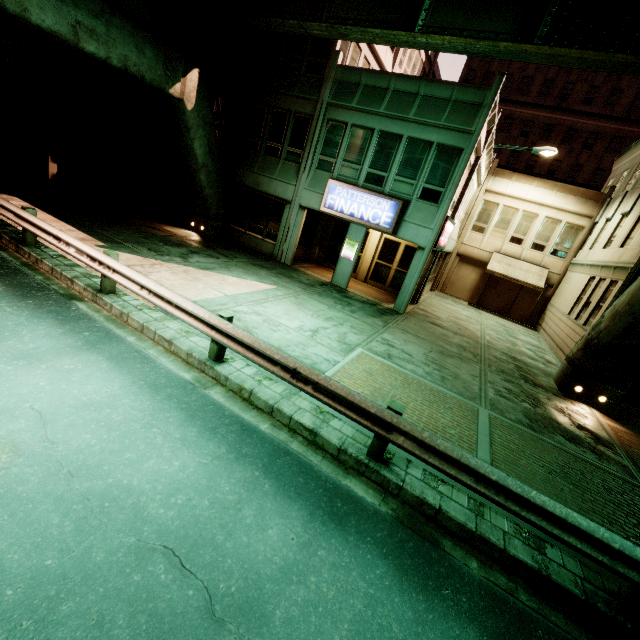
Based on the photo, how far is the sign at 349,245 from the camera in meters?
15.0

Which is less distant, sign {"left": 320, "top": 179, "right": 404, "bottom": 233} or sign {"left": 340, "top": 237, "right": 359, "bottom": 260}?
sign {"left": 320, "top": 179, "right": 404, "bottom": 233}

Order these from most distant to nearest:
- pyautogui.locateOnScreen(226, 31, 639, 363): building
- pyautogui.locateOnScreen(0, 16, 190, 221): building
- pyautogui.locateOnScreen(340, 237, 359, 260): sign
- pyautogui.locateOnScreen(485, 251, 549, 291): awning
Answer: pyautogui.locateOnScreen(485, 251, 549, 291): awning → pyautogui.locateOnScreen(340, 237, 359, 260): sign → pyautogui.locateOnScreen(226, 31, 639, 363): building → pyautogui.locateOnScreen(0, 16, 190, 221): building

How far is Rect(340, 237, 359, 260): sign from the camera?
15.0m

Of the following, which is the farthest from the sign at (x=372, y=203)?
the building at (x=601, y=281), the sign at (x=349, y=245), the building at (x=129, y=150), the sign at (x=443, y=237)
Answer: the building at (x=129, y=150)

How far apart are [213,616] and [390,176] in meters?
14.7

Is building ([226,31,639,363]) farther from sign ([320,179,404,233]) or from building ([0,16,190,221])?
building ([0,16,190,221])

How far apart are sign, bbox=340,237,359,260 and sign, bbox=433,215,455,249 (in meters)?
3.27
